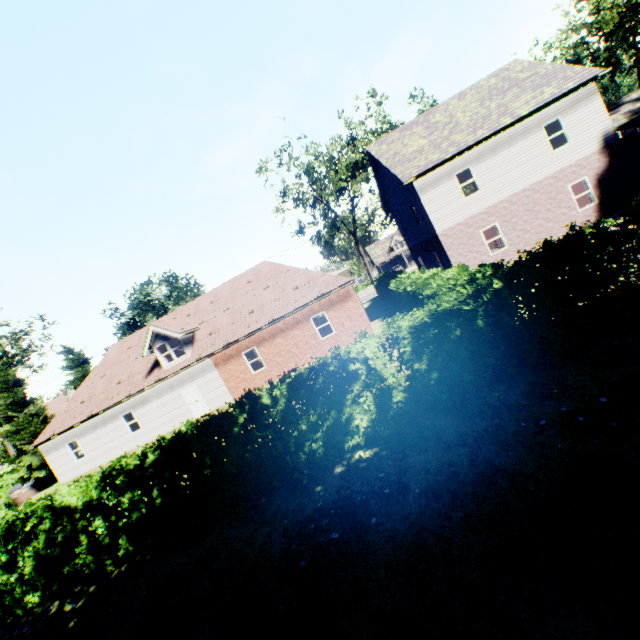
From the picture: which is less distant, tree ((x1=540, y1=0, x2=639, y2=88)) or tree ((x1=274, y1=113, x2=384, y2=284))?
tree ((x1=540, y1=0, x2=639, y2=88))

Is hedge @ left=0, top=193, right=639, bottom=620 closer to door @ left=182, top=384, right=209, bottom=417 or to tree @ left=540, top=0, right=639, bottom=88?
door @ left=182, top=384, right=209, bottom=417

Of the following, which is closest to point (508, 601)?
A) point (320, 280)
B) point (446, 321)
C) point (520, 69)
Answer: point (446, 321)

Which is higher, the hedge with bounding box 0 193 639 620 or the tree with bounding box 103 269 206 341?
the tree with bounding box 103 269 206 341

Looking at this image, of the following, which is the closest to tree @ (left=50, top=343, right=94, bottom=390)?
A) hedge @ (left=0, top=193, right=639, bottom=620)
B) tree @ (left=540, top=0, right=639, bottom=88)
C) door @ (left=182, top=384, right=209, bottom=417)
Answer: hedge @ (left=0, top=193, right=639, bottom=620)

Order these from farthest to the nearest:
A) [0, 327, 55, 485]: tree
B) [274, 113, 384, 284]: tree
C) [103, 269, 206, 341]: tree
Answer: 1. [103, 269, 206, 341]: tree
2. [274, 113, 384, 284]: tree
3. [0, 327, 55, 485]: tree

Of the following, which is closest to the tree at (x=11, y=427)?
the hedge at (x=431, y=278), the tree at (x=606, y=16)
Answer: the hedge at (x=431, y=278)

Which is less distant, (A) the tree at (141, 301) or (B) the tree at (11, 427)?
(B) the tree at (11, 427)
